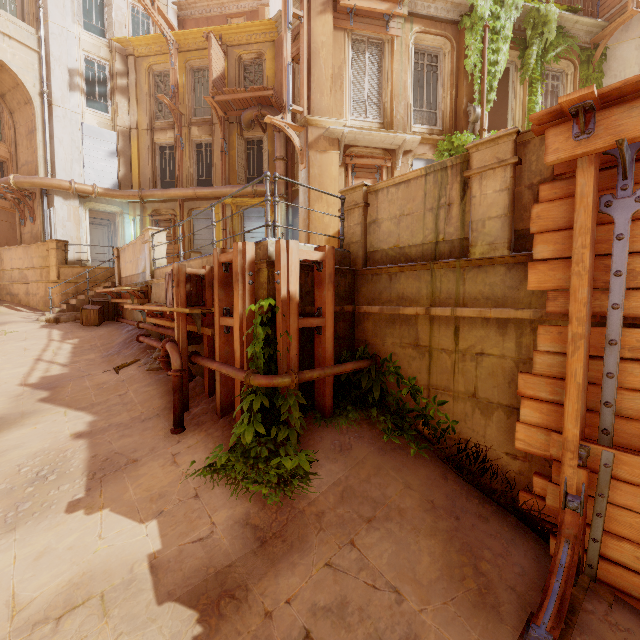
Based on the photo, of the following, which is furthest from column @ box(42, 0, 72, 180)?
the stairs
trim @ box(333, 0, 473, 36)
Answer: trim @ box(333, 0, 473, 36)

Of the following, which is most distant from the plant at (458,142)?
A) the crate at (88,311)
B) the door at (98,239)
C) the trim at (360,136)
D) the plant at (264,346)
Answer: the door at (98,239)

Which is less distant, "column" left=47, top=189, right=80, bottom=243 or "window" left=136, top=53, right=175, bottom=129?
"column" left=47, top=189, right=80, bottom=243

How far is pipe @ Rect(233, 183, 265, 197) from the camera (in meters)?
15.92

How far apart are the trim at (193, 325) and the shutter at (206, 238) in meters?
9.4 m

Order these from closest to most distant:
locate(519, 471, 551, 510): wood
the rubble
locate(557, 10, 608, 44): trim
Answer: locate(519, 471, 551, 510): wood
the rubble
locate(557, 10, 608, 44): trim

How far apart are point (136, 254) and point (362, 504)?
10.53m

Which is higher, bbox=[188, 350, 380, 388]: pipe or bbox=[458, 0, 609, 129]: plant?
bbox=[458, 0, 609, 129]: plant
